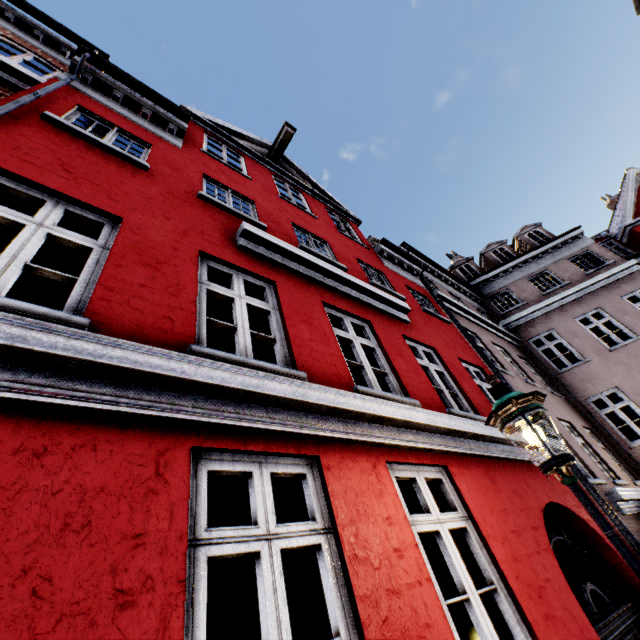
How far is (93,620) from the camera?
1.4m
